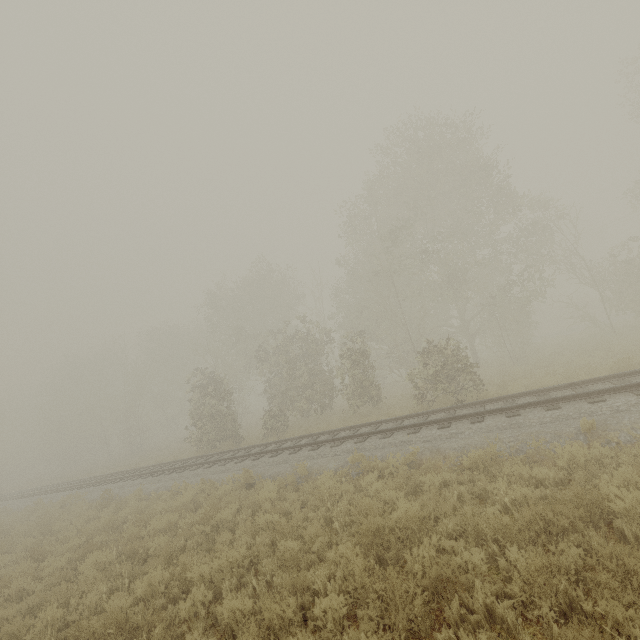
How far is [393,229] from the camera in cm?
1925
